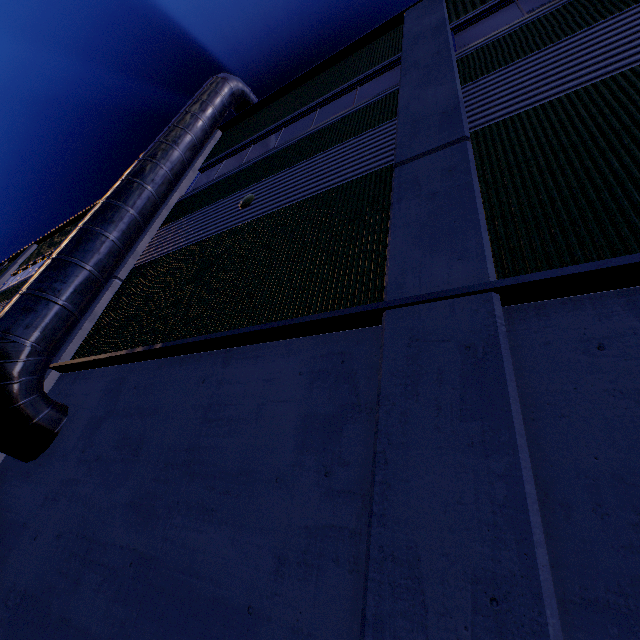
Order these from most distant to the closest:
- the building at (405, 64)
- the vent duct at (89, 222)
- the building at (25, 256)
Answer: the building at (25, 256)
the vent duct at (89, 222)
the building at (405, 64)

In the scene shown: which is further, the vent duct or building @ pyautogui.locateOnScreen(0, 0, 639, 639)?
the vent duct

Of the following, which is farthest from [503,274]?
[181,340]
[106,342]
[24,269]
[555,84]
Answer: [24,269]

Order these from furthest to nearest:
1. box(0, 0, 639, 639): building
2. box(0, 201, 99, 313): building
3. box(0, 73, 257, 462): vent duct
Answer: box(0, 201, 99, 313): building, box(0, 73, 257, 462): vent duct, box(0, 0, 639, 639): building

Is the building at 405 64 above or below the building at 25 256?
below

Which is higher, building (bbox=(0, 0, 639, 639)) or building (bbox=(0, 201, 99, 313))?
building (bbox=(0, 201, 99, 313))

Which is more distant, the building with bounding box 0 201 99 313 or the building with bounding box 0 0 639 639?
the building with bounding box 0 201 99 313
